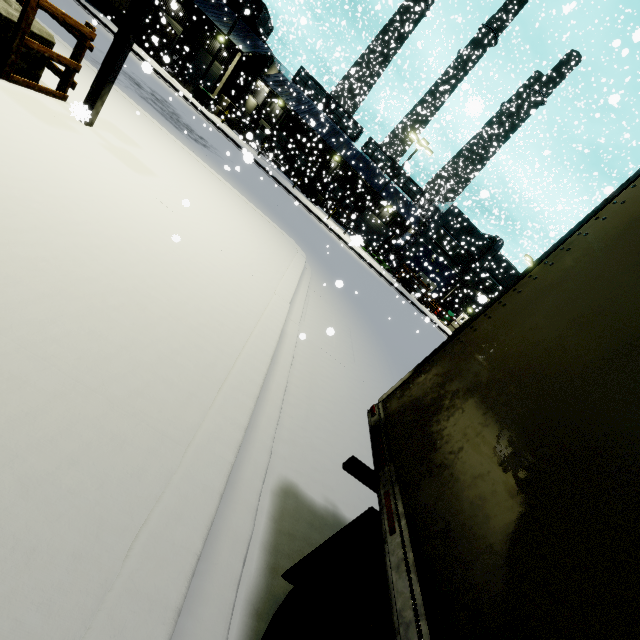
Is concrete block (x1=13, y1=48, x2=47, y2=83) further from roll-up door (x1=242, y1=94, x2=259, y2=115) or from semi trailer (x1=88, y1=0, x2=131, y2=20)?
roll-up door (x1=242, y1=94, x2=259, y2=115)

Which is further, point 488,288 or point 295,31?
point 295,31

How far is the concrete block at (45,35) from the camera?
4.6 meters

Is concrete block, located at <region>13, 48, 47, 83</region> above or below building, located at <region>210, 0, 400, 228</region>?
below

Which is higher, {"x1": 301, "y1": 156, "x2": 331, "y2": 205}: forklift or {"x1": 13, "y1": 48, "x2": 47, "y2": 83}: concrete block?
Result: {"x1": 301, "y1": 156, "x2": 331, "y2": 205}: forklift

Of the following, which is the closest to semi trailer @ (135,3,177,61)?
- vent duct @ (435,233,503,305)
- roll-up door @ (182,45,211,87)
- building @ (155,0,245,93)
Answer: building @ (155,0,245,93)

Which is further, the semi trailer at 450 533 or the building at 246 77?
the building at 246 77

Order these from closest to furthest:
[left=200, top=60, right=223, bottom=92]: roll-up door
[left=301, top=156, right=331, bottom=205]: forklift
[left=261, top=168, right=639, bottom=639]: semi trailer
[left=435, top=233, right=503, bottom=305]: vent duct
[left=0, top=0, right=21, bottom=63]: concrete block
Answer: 1. [left=261, top=168, right=639, bottom=639]: semi trailer
2. [left=0, top=0, right=21, bottom=63]: concrete block
3. [left=301, top=156, right=331, bottom=205]: forklift
4. [left=200, top=60, right=223, bottom=92]: roll-up door
5. [left=435, top=233, right=503, bottom=305]: vent duct
